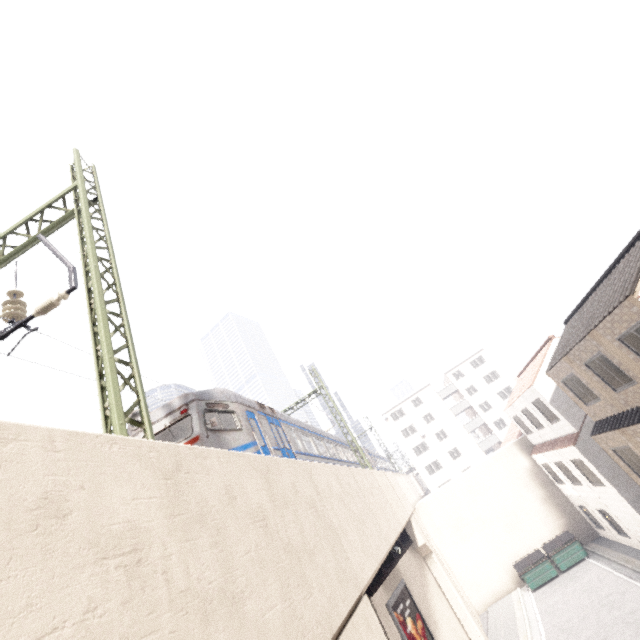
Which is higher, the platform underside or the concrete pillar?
the concrete pillar

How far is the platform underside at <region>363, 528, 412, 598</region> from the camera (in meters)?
12.65

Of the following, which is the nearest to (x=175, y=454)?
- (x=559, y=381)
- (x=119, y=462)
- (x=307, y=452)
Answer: (x=119, y=462)

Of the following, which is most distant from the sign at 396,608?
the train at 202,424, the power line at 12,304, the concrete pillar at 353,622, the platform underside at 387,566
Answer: the power line at 12,304

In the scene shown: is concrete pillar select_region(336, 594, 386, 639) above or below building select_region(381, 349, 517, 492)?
below

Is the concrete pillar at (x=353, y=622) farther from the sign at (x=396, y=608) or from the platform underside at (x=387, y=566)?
the sign at (x=396, y=608)

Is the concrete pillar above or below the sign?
above

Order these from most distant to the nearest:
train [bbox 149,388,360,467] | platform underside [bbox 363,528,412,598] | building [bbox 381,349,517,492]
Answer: building [bbox 381,349,517,492] → platform underside [bbox 363,528,412,598] → train [bbox 149,388,360,467]
